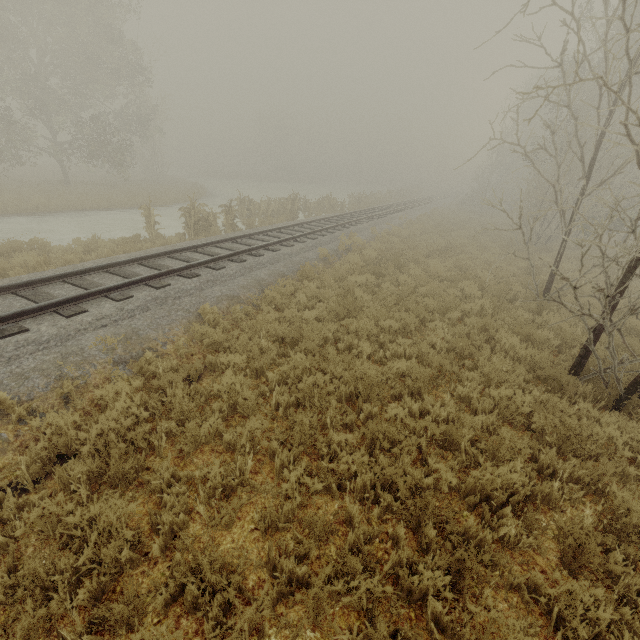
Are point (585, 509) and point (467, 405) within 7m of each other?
yes

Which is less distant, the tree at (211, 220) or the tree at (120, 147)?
the tree at (211, 220)

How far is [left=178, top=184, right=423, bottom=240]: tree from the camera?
14.51m

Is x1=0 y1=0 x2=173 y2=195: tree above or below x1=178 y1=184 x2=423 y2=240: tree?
above

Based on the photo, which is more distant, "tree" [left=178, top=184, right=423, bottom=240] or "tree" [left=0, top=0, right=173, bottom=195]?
"tree" [left=0, top=0, right=173, bottom=195]

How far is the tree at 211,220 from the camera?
14.5 meters
